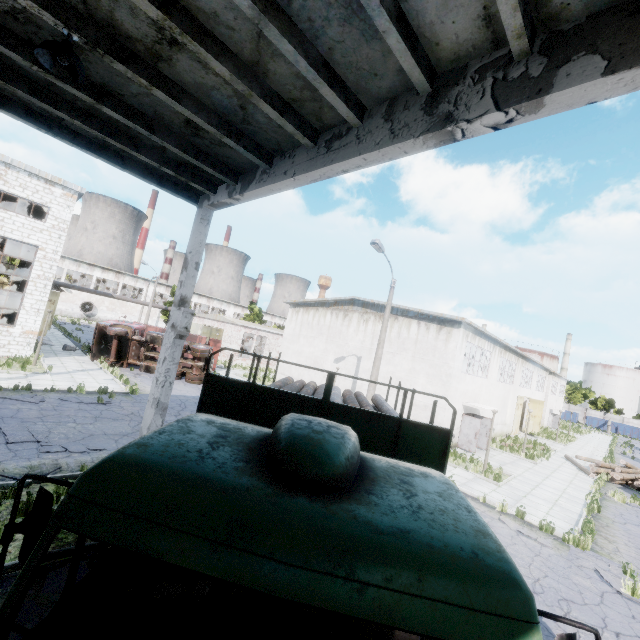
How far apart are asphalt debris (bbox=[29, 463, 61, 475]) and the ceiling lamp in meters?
8.6 m

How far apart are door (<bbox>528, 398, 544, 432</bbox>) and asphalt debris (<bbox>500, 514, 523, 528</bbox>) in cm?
2845

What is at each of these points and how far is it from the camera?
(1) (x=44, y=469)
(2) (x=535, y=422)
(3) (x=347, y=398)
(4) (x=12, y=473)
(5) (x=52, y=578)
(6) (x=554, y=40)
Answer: (1) asphalt debris, 8.2 meters
(2) door, 36.2 meters
(3) log pile, 7.7 meters
(4) asphalt debris, 7.8 meters
(5) asphalt debris, 5.2 meters
(6) column beam, 3.2 meters

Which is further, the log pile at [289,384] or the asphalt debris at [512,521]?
the asphalt debris at [512,521]

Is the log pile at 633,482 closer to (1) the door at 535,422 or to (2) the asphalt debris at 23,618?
(1) the door at 535,422

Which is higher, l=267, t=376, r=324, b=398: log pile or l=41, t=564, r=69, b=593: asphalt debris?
l=267, t=376, r=324, b=398: log pile

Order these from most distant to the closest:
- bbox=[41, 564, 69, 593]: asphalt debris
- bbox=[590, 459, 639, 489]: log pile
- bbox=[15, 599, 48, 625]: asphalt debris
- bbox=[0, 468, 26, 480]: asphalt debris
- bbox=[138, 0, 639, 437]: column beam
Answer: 1. bbox=[590, 459, 639, 489]: log pile
2. bbox=[0, 468, 26, 480]: asphalt debris
3. bbox=[41, 564, 69, 593]: asphalt debris
4. bbox=[15, 599, 48, 625]: asphalt debris
5. bbox=[138, 0, 639, 437]: column beam

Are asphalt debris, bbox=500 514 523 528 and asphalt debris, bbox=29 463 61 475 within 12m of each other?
no
